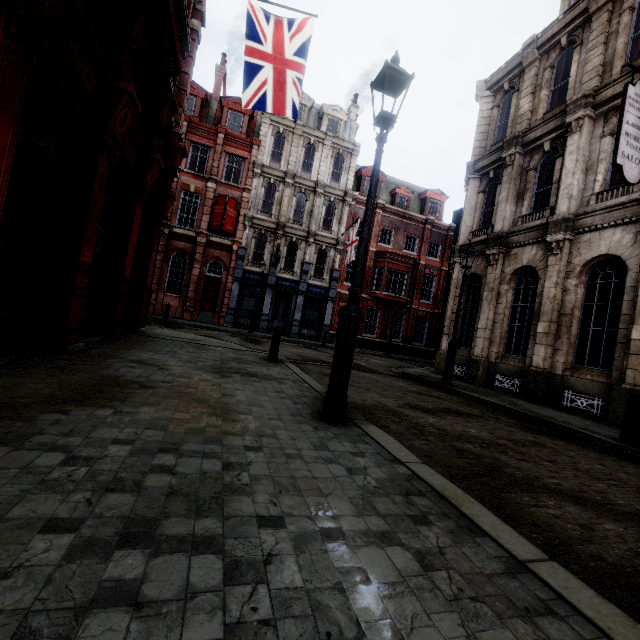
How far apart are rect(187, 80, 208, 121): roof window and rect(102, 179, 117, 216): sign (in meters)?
20.62

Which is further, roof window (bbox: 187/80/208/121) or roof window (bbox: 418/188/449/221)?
roof window (bbox: 418/188/449/221)

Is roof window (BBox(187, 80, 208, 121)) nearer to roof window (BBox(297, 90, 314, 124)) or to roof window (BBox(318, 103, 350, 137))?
roof window (BBox(297, 90, 314, 124))

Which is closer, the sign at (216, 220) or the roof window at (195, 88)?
the sign at (216, 220)

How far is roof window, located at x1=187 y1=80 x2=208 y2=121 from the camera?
23.5 meters

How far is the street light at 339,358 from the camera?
4.04m

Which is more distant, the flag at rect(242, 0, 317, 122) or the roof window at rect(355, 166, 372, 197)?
the roof window at rect(355, 166, 372, 197)

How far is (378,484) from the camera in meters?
2.5
